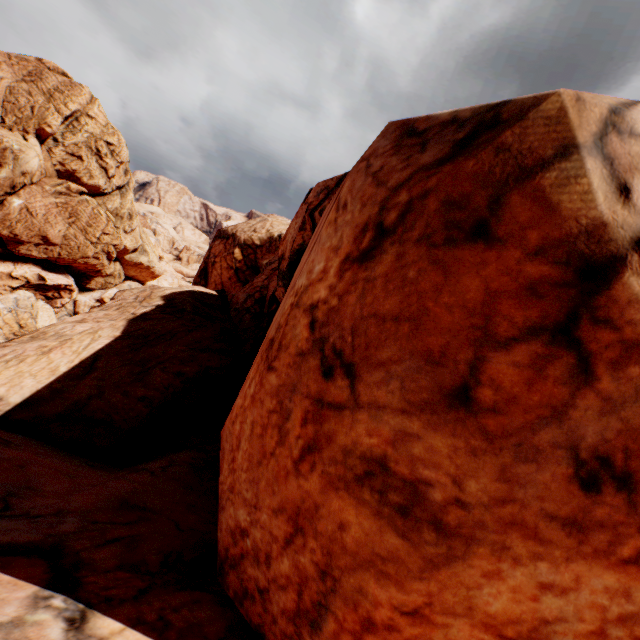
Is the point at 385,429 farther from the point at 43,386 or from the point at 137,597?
the point at 43,386
